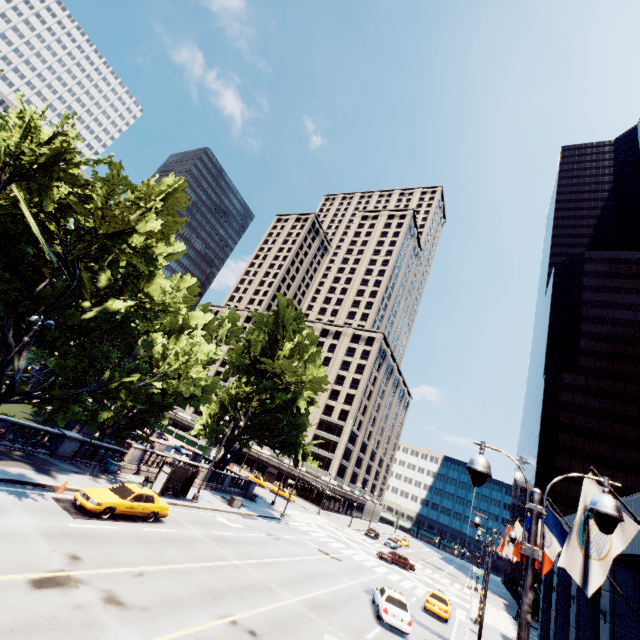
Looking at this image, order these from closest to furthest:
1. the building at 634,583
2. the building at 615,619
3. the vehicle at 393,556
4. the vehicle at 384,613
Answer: the building at 634,583, the building at 615,619, the vehicle at 384,613, the vehicle at 393,556

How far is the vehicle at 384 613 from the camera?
18.2m

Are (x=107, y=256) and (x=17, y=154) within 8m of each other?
yes

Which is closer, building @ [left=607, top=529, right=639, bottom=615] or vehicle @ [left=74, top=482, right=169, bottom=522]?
building @ [left=607, top=529, right=639, bottom=615]

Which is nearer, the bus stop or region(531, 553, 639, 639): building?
region(531, 553, 639, 639): building

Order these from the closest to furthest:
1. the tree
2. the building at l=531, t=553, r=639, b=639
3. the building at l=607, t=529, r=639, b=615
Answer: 1. the building at l=607, t=529, r=639, b=615
2. the building at l=531, t=553, r=639, b=639
3. the tree

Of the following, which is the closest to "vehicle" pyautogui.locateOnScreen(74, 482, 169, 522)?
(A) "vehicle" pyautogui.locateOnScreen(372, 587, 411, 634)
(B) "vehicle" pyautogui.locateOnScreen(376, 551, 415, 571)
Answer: (A) "vehicle" pyautogui.locateOnScreen(372, 587, 411, 634)

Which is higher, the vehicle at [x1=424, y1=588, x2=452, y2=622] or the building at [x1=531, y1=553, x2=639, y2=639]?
the building at [x1=531, y1=553, x2=639, y2=639]
